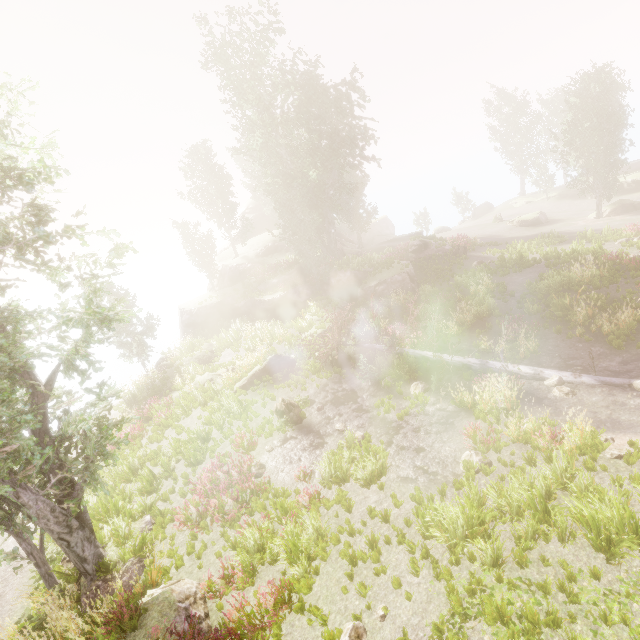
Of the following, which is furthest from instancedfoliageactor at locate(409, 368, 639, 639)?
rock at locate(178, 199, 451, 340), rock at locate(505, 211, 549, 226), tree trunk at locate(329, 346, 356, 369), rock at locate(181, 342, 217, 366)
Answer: rock at locate(181, 342, 217, 366)

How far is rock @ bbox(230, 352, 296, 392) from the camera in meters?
17.8 m

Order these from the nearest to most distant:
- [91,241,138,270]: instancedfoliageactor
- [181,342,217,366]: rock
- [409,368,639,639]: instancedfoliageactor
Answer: [409,368,639,639]: instancedfoliageactor → [91,241,138,270]: instancedfoliageactor → [181,342,217,366]: rock

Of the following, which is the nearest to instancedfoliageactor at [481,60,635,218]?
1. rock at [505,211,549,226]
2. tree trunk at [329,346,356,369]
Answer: rock at [505,211,549,226]

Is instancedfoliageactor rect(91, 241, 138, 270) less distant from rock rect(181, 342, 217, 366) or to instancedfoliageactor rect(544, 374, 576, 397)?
instancedfoliageactor rect(544, 374, 576, 397)

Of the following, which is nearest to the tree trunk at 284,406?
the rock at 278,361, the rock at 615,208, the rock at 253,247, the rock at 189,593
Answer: the rock at 278,361

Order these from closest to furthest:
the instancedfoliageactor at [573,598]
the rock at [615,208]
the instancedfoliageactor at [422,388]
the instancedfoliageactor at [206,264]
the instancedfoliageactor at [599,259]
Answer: the instancedfoliageactor at [573,598] < the instancedfoliageactor at [422,388] < the instancedfoliageactor at [599,259] < the rock at [615,208] < the instancedfoliageactor at [206,264]

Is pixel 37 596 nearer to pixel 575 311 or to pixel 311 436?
pixel 311 436
